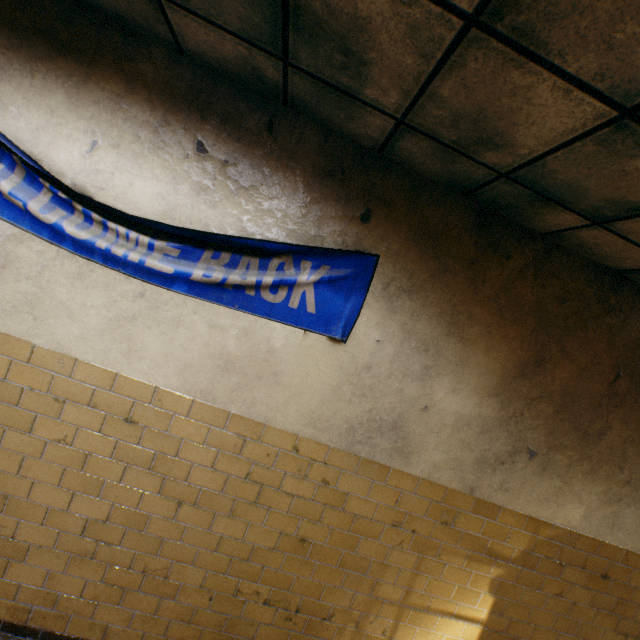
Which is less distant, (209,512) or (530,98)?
(530,98)
